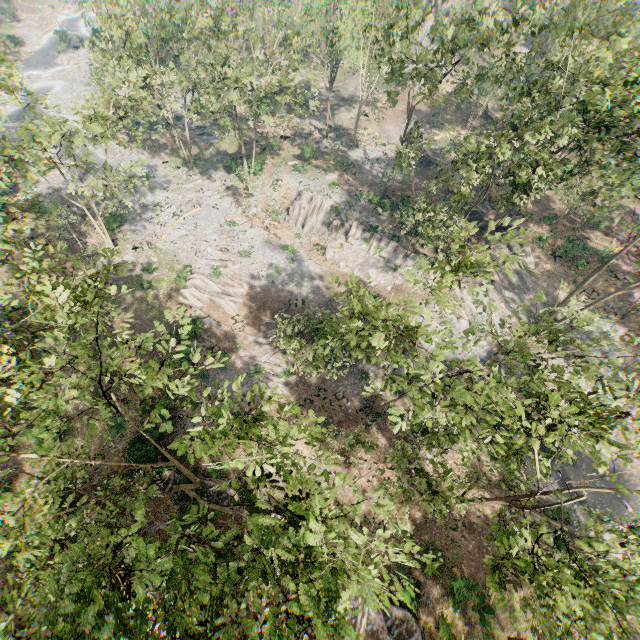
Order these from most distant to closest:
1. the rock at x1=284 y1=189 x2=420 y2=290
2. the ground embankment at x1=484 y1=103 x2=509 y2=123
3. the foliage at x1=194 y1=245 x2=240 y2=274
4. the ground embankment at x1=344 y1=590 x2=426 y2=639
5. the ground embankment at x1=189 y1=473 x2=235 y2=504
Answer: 1. the ground embankment at x1=484 y1=103 x2=509 y2=123
2. the rock at x1=284 y1=189 x2=420 y2=290
3. the foliage at x1=194 y1=245 x2=240 y2=274
4. the ground embankment at x1=189 y1=473 x2=235 y2=504
5. the ground embankment at x1=344 y1=590 x2=426 y2=639

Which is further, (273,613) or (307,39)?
(307,39)

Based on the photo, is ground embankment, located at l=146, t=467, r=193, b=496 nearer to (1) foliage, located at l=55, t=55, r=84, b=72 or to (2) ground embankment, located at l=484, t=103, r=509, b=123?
(1) foliage, located at l=55, t=55, r=84, b=72

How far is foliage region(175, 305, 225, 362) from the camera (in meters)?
12.30

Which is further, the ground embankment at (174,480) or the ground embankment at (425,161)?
the ground embankment at (425,161)

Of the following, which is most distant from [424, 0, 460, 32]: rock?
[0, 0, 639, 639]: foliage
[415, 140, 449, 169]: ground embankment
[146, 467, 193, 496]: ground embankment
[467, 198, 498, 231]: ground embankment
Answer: [146, 467, 193, 496]: ground embankment

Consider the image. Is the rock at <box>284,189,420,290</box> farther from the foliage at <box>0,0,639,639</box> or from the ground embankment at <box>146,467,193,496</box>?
the ground embankment at <box>146,467,193,496</box>

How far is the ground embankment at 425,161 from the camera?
45.3m
